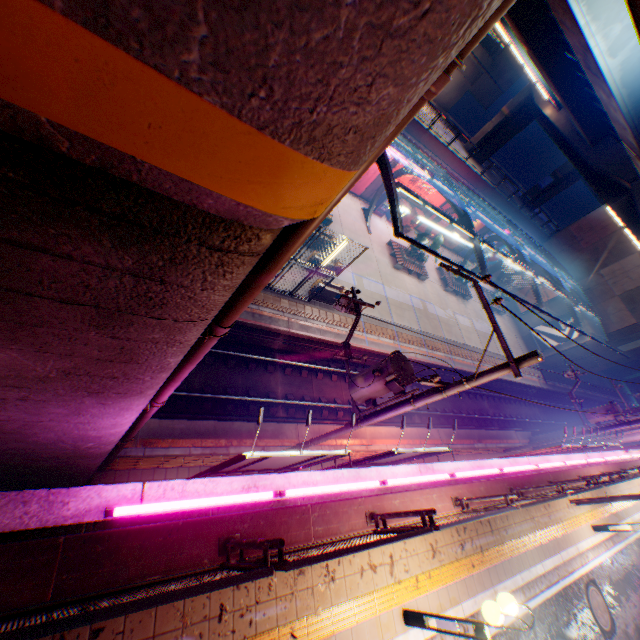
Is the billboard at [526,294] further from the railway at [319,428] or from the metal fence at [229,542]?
the railway at [319,428]

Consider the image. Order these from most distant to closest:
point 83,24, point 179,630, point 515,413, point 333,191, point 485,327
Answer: point 485,327
point 515,413
point 179,630
point 333,191
point 83,24

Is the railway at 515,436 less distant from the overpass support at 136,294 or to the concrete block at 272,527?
the overpass support at 136,294

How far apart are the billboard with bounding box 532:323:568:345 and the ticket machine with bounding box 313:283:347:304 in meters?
27.1

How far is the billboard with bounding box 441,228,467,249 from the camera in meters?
33.2

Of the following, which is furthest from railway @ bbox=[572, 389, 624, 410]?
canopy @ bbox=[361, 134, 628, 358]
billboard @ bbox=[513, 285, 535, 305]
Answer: billboard @ bbox=[513, 285, 535, 305]

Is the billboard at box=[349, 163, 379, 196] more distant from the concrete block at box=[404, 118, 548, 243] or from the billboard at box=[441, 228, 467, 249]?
the billboard at box=[441, 228, 467, 249]

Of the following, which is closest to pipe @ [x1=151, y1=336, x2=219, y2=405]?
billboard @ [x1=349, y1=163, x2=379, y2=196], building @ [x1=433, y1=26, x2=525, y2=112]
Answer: billboard @ [x1=349, y1=163, x2=379, y2=196]
